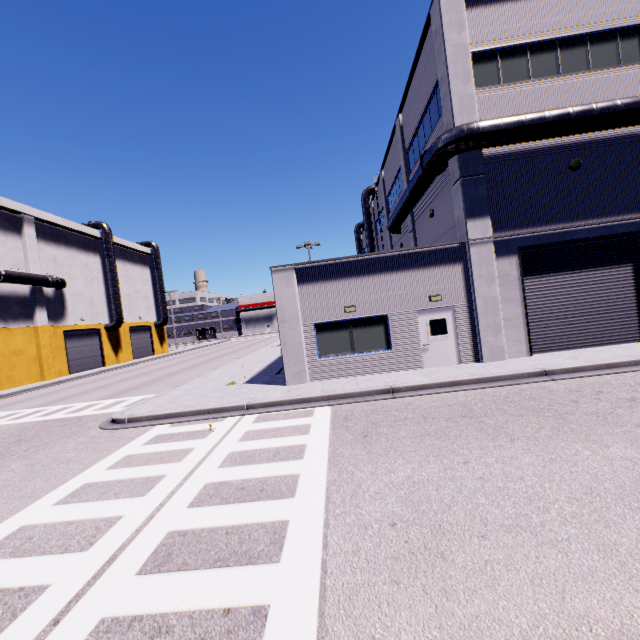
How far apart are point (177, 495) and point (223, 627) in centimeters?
321cm

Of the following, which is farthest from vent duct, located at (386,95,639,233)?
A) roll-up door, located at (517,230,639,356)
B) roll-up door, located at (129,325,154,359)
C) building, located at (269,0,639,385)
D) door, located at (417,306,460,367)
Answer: roll-up door, located at (129,325,154,359)

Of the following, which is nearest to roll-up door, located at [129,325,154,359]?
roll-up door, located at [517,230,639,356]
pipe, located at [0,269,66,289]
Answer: pipe, located at [0,269,66,289]

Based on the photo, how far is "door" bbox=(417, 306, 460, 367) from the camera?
13.1 meters

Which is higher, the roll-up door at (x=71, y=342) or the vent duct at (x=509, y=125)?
the vent duct at (x=509, y=125)

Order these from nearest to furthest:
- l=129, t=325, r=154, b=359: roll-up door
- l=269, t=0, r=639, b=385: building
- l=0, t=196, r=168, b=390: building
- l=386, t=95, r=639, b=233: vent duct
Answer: l=386, t=95, r=639, b=233: vent duct, l=269, t=0, r=639, b=385: building, l=0, t=196, r=168, b=390: building, l=129, t=325, r=154, b=359: roll-up door

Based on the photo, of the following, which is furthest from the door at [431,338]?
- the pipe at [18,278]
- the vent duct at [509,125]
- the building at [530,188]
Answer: the pipe at [18,278]

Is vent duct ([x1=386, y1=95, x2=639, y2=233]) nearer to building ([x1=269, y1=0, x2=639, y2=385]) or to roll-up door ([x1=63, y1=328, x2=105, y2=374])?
building ([x1=269, y1=0, x2=639, y2=385])
